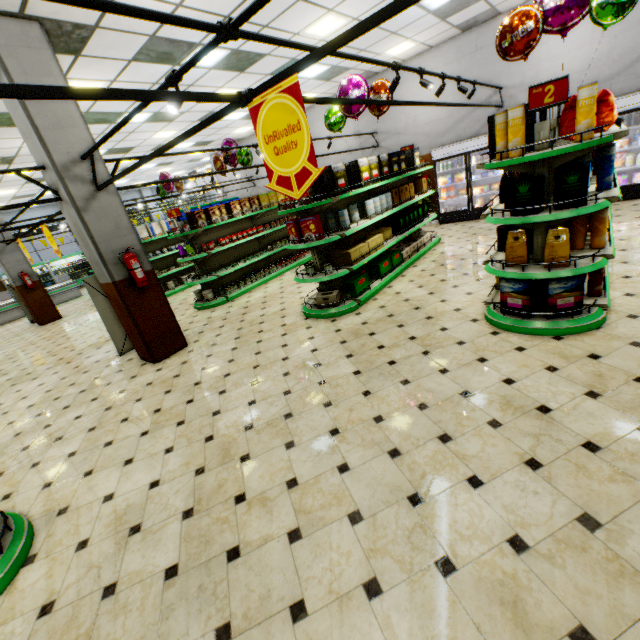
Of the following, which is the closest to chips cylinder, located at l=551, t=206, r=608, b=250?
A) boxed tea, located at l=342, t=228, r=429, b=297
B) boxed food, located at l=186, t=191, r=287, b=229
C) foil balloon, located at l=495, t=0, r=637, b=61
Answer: foil balloon, located at l=495, t=0, r=637, b=61

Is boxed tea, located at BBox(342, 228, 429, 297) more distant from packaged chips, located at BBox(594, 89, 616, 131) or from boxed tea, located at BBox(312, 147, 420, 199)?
packaged chips, located at BBox(594, 89, 616, 131)

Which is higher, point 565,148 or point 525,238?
point 565,148

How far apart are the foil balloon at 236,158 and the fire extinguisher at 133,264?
4.8 meters

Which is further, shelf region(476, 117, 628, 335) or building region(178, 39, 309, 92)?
building region(178, 39, 309, 92)

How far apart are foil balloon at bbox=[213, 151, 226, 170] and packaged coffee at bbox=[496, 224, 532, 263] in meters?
7.1 m

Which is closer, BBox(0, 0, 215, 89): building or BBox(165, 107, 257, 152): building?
BBox(0, 0, 215, 89): building

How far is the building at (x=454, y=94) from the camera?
9.2 meters
